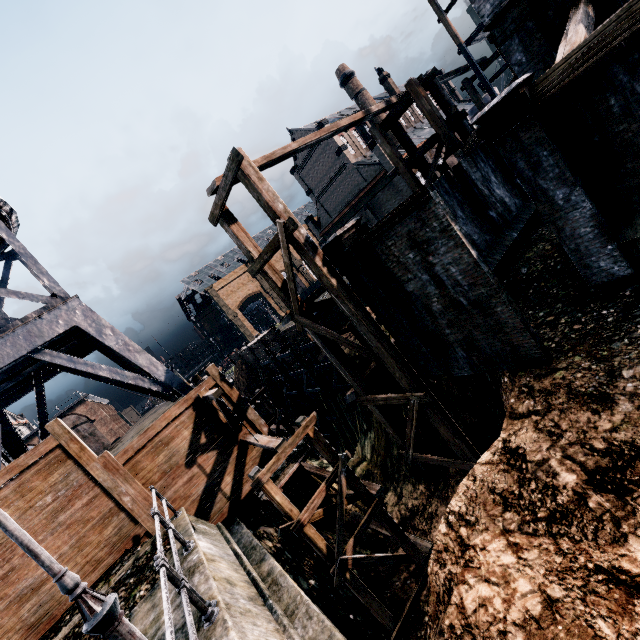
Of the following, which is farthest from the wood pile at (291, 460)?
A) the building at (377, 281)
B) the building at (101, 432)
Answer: the building at (101, 432)

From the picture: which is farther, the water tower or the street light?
the water tower

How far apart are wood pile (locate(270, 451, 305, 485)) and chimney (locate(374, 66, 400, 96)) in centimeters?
6197cm

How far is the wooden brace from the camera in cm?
3634

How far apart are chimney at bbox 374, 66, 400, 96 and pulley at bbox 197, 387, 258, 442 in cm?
6141

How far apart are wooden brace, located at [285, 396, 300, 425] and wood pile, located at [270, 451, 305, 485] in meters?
24.6 m

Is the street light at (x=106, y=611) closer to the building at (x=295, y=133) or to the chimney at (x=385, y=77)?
the building at (x=295, y=133)

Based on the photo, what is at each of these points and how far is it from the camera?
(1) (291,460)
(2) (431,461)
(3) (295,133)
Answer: (1) wood pile, 11.4 meters
(2) wooden scaffolding, 14.2 meters
(3) building, 47.4 meters
